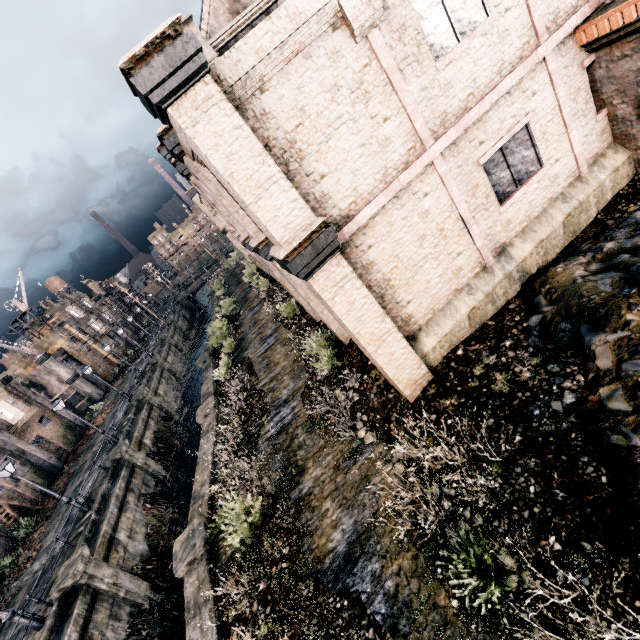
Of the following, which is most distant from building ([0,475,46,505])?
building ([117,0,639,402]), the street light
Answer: building ([117,0,639,402])

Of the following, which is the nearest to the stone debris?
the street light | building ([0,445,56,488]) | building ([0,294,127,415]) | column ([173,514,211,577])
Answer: column ([173,514,211,577])

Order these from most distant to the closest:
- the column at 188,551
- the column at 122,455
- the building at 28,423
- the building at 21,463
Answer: the building at 28,423, the building at 21,463, the column at 122,455, the column at 188,551

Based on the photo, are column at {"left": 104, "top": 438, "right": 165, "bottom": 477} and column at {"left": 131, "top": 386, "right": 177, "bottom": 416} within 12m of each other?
yes

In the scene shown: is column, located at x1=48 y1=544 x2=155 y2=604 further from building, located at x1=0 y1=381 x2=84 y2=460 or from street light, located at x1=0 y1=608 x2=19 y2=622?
building, located at x1=0 y1=381 x2=84 y2=460

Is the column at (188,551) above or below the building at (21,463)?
below

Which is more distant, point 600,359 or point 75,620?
point 75,620

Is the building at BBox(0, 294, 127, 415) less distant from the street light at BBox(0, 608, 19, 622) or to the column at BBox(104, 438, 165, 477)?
the column at BBox(104, 438, 165, 477)
